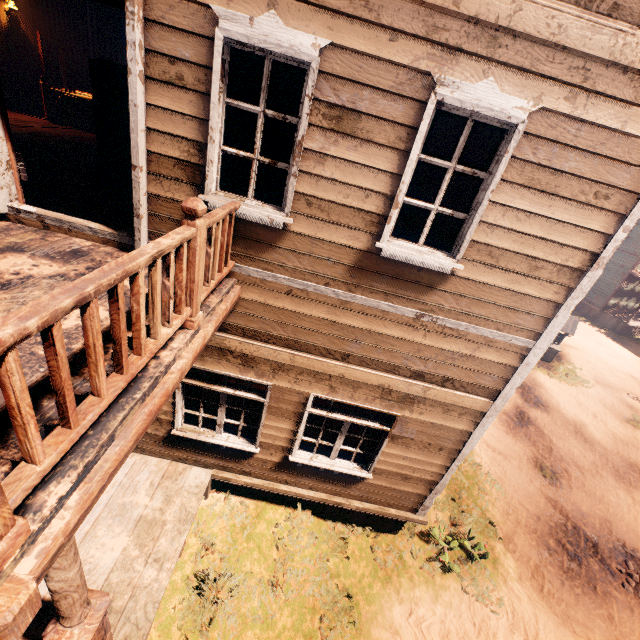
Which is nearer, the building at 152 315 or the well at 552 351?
the building at 152 315

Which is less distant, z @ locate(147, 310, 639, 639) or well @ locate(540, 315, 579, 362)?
z @ locate(147, 310, 639, 639)

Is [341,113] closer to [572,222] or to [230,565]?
[572,222]

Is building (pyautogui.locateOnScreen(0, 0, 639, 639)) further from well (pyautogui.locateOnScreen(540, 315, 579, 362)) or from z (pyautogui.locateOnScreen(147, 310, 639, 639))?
well (pyautogui.locateOnScreen(540, 315, 579, 362))

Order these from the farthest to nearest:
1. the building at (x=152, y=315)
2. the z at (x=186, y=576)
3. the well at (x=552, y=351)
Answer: the well at (x=552, y=351) < the z at (x=186, y=576) < the building at (x=152, y=315)

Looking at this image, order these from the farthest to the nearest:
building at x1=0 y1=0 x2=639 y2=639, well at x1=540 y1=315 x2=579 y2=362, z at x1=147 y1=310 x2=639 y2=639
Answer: well at x1=540 y1=315 x2=579 y2=362
z at x1=147 y1=310 x2=639 y2=639
building at x1=0 y1=0 x2=639 y2=639

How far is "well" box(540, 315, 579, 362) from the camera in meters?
14.7

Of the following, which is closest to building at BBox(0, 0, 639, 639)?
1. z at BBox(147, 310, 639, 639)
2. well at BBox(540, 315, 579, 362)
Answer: z at BBox(147, 310, 639, 639)
